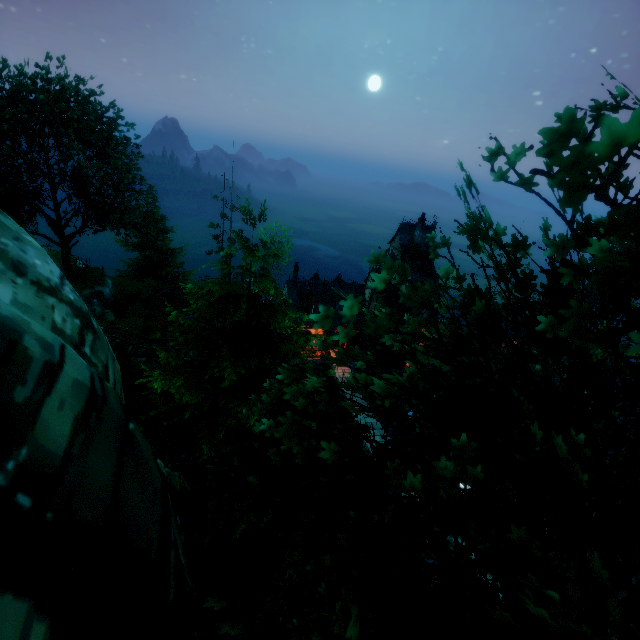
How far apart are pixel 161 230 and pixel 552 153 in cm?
4474

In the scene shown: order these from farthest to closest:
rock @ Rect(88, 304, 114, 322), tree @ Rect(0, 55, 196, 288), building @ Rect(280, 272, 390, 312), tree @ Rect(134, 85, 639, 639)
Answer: building @ Rect(280, 272, 390, 312) < rock @ Rect(88, 304, 114, 322) < tree @ Rect(0, 55, 196, 288) < tree @ Rect(134, 85, 639, 639)

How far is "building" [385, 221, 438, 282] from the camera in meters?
31.7 m

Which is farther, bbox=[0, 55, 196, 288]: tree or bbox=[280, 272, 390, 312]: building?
bbox=[280, 272, 390, 312]: building

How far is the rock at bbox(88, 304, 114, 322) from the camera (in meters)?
31.61

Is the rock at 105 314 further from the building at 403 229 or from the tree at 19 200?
the building at 403 229

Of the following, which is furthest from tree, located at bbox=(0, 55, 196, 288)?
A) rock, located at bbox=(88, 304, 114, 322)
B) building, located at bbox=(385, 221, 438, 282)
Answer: building, located at bbox=(385, 221, 438, 282)

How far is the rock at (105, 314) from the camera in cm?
3161
